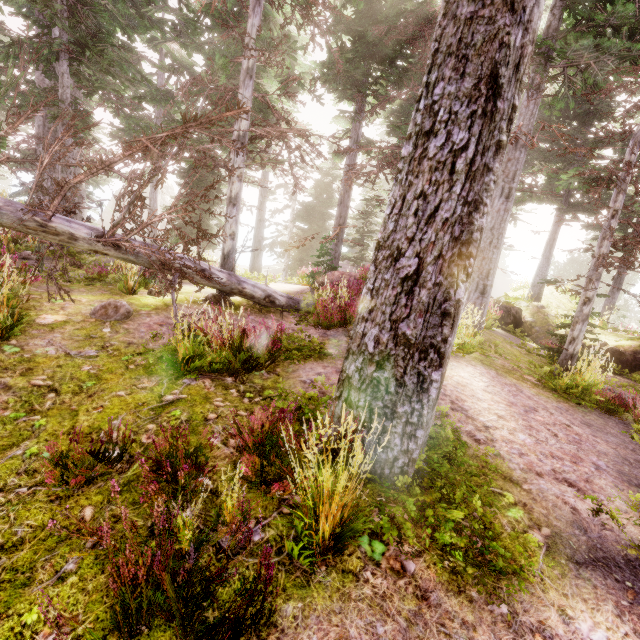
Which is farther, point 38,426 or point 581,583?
point 38,426

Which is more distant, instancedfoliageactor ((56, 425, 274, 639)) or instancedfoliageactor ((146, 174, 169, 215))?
instancedfoliageactor ((146, 174, 169, 215))

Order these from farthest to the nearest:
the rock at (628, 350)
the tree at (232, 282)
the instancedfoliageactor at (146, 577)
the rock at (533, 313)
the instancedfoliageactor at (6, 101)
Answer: the rock at (533, 313) < the rock at (628, 350) < the instancedfoliageactor at (6, 101) < the tree at (232, 282) < the instancedfoliageactor at (146, 577)

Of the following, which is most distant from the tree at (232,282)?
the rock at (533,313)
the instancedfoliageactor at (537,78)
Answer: the rock at (533,313)

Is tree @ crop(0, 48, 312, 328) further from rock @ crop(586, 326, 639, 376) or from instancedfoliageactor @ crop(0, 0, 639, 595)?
rock @ crop(586, 326, 639, 376)

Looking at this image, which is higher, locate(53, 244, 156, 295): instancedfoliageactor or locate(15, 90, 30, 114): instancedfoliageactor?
locate(15, 90, 30, 114): instancedfoliageactor
